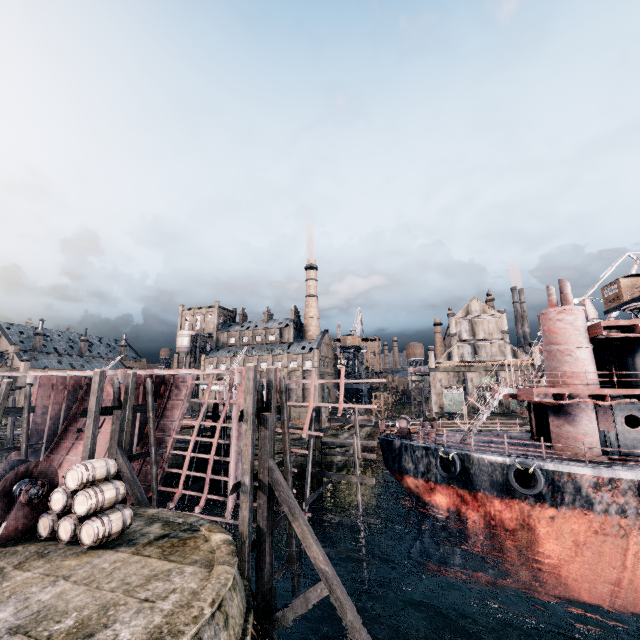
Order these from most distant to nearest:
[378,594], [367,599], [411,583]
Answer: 1. [411,583]
2. [378,594]
3. [367,599]

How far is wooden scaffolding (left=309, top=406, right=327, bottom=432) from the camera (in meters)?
22.59

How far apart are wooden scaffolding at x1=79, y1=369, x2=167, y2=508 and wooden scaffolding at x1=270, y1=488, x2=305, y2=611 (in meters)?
8.32

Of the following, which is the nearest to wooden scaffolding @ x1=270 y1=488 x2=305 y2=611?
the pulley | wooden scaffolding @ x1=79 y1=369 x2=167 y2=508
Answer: the pulley

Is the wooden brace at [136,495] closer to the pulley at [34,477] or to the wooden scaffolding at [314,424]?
the pulley at [34,477]

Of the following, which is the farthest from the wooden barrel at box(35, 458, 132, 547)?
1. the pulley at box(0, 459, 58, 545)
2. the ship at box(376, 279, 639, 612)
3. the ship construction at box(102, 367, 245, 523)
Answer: the ship at box(376, 279, 639, 612)

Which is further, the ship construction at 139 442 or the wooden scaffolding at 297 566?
the ship construction at 139 442

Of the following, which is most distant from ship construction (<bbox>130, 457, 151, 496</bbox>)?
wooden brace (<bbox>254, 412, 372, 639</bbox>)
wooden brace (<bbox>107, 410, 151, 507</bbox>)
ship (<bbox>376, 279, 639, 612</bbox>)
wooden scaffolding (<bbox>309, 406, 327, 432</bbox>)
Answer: ship (<bbox>376, 279, 639, 612</bbox>)
